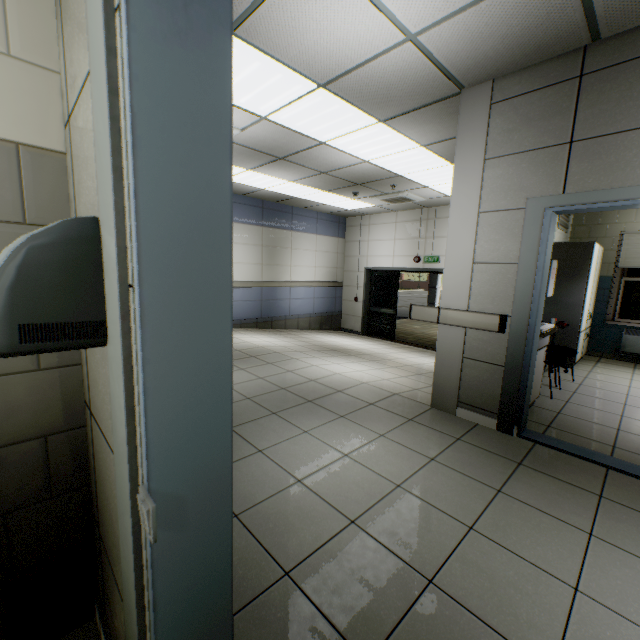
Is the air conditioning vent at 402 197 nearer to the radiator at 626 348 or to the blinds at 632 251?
the blinds at 632 251

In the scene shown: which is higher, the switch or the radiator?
the switch

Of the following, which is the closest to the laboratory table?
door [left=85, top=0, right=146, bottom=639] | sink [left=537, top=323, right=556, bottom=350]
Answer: sink [left=537, top=323, right=556, bottom=350]

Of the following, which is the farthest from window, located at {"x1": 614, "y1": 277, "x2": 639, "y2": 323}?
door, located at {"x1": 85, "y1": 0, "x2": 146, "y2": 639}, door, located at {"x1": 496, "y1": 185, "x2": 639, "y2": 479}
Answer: door, located at {"x1": 85, "y1": 0, "x2": 146, "y2": 639}

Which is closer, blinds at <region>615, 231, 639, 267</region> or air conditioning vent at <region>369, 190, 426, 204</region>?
blinds at <region>615, 231, 639, 267</region>

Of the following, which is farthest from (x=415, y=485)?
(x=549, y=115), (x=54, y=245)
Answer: (x=549, y=115)

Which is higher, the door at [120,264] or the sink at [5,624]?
the door at [120,264]

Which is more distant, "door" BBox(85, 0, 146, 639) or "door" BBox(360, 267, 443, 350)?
"door" BBox(360, 267, 443, 350)
